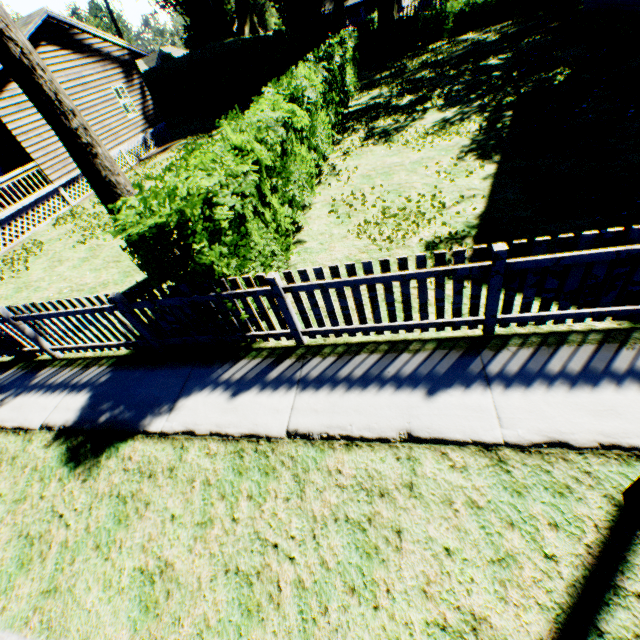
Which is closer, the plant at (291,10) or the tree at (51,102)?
the tree at (51,102)

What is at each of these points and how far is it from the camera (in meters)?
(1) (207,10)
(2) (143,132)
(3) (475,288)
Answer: (1) plant, 58.16
(2) house, 19.78
(3) fence, 3.64

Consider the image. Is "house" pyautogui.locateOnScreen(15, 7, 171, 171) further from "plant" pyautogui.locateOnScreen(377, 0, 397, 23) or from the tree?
"plant" pyautogui.locateOnScreen(377, 0, 397, 23)

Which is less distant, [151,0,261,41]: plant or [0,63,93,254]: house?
[0,63,93,254]: house

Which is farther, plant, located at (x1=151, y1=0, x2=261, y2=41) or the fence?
plant, located at (x1=151, y1=0, x2=261, y2=41)

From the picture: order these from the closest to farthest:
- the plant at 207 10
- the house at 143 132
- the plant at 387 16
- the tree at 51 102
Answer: the tree at 51 102, the house at 143 132, the plant at 387 16, the plant at 207 10

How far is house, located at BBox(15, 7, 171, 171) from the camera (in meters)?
14.74
